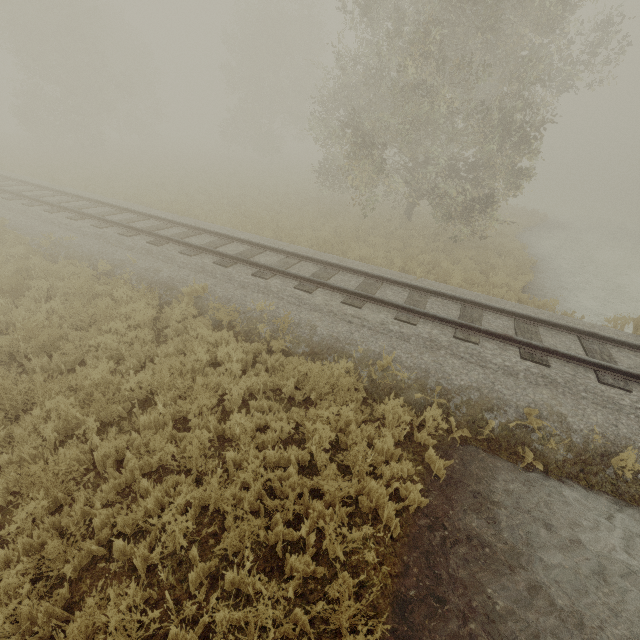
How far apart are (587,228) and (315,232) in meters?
24.9 m
